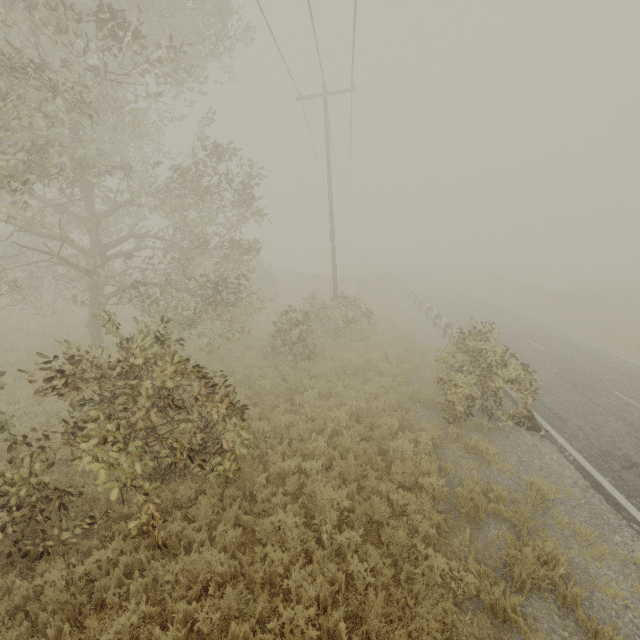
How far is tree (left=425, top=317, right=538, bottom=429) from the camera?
8.7 meters

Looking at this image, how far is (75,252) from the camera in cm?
A: 4934

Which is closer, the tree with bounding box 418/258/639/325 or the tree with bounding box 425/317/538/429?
the tree with bounding box 425/317/538/429

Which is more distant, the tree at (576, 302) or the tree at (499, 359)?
the tree at (576, 302)

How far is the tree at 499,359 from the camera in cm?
870
